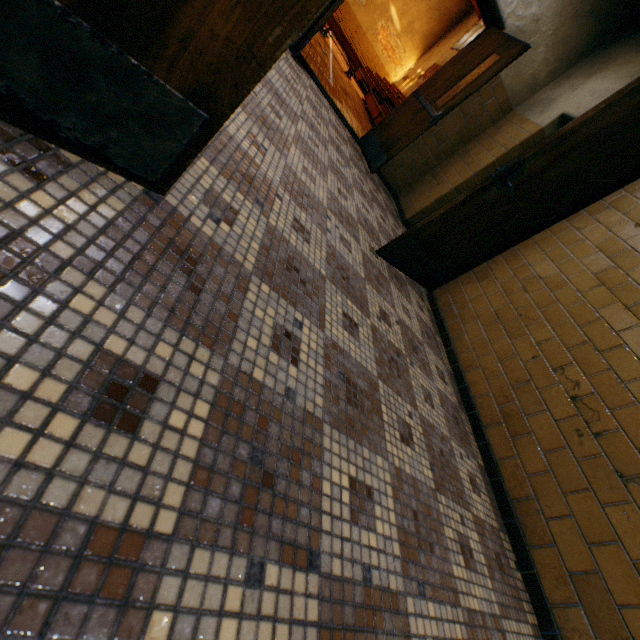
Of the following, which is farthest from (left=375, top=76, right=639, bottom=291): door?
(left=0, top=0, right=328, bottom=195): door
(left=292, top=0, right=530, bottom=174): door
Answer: (left=0, top=0, right=328, bottom=195): door

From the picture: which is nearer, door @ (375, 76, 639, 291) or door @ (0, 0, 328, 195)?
door @ (0, 0, 328, 195)

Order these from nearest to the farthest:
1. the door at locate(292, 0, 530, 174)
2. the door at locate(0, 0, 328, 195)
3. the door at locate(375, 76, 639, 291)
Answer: the door at locate(0, 0, 328, 195) < the door at locate(375, 76, 639, 291) < the door at locate(292, 0, 530, 174)

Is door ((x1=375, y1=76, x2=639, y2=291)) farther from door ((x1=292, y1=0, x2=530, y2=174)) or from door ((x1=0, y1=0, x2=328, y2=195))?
door ((x1=0, y1=0, x2=328, y2=195))

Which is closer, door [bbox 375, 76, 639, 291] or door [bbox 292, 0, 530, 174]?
door [bbox 375, 76, 639, 291]

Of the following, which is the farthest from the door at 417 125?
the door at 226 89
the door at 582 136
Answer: the door at 226 89

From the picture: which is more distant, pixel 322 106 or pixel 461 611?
pixel 322 106

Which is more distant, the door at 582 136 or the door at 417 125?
the door at 417 125
